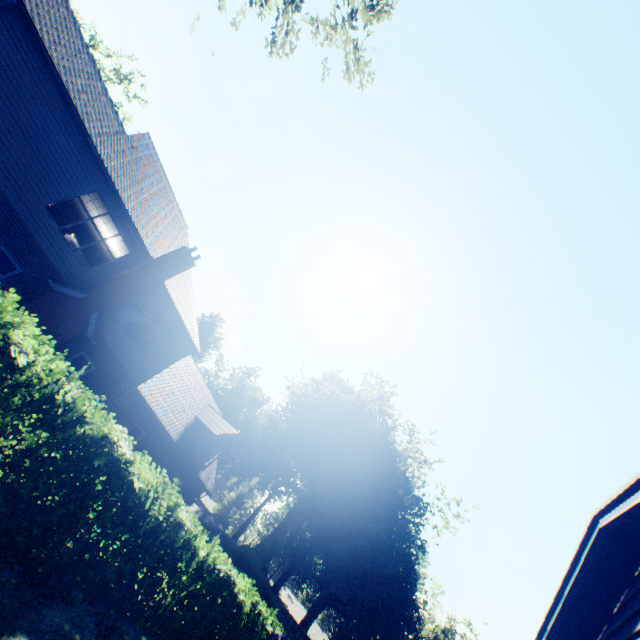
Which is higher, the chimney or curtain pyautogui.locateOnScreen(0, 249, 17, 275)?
the chimney

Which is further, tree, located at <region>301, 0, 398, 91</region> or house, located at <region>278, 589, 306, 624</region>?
house, located at <region>278, 589, 306, 624</region>

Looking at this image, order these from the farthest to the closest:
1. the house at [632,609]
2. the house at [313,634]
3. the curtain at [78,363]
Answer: the house at [313,634]
the curtain at [78,363]
the house at [632,609]

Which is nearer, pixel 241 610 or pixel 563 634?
pixel 563 634

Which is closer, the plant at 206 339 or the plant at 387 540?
the plant at 387 540

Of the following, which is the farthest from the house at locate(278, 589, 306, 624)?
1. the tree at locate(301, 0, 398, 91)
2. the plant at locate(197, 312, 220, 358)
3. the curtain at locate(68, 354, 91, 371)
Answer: the curtain at locate(68, 354, 91, 371)

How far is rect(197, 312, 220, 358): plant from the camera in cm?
5700

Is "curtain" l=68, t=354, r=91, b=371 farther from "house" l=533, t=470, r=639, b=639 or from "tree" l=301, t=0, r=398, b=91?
"house" l=533, t=470, r=639, b=639
